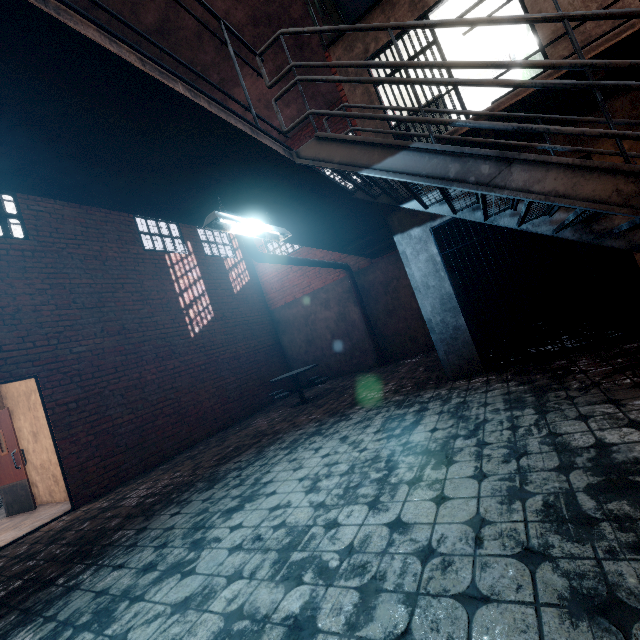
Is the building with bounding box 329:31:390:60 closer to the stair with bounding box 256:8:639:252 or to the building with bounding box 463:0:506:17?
the building with bounding box 463:0:506:17

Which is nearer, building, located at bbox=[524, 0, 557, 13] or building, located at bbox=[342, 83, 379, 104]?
building, located at bbox=[524, 0, 557, 13]

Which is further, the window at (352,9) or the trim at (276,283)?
the trim at (276,283)

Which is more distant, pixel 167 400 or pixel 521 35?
pixel 167 400

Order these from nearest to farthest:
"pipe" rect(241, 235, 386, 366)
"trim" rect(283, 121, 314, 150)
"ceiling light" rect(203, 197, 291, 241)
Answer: "ceiling light" rect(203, 197, 291, 241) → "pipe" rect(241, 235, 386, 366) → "trim" rect(283, 121, 314, 150)

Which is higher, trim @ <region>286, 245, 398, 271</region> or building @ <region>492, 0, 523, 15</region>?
building @ <region>492, 0, 523, 15</region>

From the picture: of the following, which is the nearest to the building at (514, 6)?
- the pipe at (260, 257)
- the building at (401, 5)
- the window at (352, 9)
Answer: the building at (401, 5)

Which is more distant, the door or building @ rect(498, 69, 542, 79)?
the door
